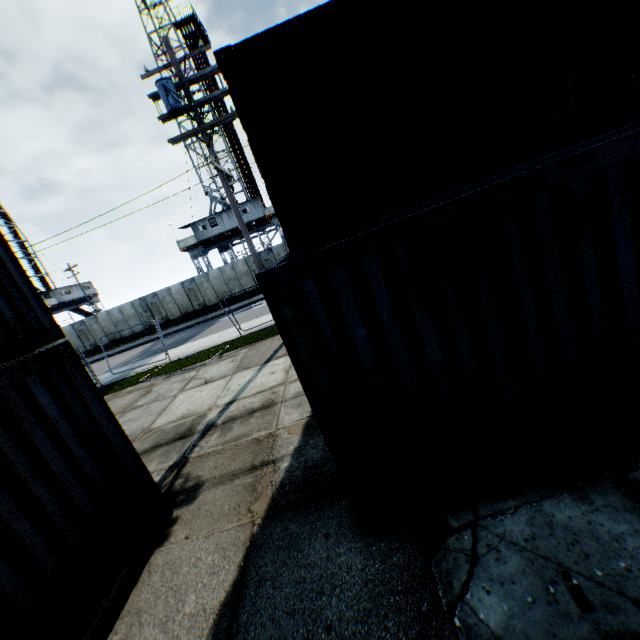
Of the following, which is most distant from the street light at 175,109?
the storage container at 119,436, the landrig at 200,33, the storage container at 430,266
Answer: the landrig at 200,33

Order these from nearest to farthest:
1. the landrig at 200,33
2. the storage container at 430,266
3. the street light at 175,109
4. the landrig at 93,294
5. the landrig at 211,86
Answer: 1. the storage container at 430,266
2. the street light at 175,109
3. the landrig at 200,33
4. the landrig at 211,86
5. the landrig at 93,294

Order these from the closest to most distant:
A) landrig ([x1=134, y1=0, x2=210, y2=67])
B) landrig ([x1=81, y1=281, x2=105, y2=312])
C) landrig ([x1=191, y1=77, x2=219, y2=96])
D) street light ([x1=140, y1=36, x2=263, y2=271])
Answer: street light ([x1=140, y1=36, x2=263, y2=271])
landrig ([x1=134, y1=0, x2=210, y2=67])
landrig ([x1=191, y1=77, x2=219, y2=96])
landrig ([x1=81, y1=281, x2=105, y2=312])

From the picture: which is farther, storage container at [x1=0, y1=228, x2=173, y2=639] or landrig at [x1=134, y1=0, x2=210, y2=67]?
landrig at [x1=134, y1=0, x2=210, y2=67]

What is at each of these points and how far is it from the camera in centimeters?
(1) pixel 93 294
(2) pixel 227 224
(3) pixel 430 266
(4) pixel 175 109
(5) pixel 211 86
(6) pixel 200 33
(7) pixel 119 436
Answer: (1) landrig, 4503cm
(2) landrig, 3012cm
(3) storage container, 281cm
(4) street light, 943cm
(5) landrig, 3166cm
(6) landrig, 3186cm
(7) storage container, 448cm

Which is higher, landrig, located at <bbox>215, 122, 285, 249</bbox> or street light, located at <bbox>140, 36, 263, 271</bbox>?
street light, located at <bbox>140, 36, 263, 271</bbox>

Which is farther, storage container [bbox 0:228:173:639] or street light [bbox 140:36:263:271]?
street light [bbox 140:36:263:271]
